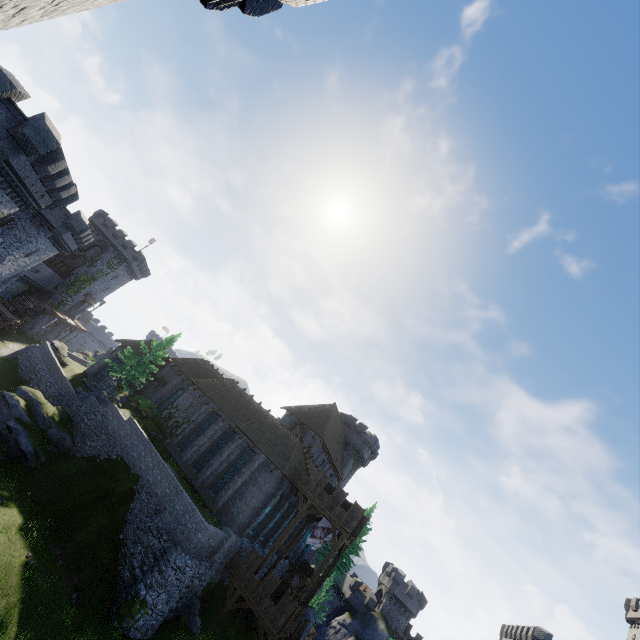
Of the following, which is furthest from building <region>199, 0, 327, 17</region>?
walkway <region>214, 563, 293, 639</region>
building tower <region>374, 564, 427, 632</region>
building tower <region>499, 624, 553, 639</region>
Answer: building tower <region>374, 564, 427, 632</region>

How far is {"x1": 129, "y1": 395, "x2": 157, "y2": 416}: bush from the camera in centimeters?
3583cm

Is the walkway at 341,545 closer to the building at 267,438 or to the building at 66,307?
the building at 267,438

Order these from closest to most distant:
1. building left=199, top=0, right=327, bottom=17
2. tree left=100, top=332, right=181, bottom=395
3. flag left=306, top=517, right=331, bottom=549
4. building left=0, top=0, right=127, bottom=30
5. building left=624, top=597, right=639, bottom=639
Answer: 1. building left=0, top=0, right=127, bottom=30
2. building left=199, top=0, right=327, bottom=17
3. flag left=306, top=517, right=331, bottom=549
4. tree left=100, top=332, right=181, bottom=395
5. building left=624, top=597, right=639, bottom=639

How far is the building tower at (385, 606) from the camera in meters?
53.9 m

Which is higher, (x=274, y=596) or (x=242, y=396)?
(x=242, y=396)

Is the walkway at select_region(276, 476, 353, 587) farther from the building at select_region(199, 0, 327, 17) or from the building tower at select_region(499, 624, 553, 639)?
the building tower at select_region(499, 624, 553, 639)

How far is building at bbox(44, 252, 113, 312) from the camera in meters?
55.8 m
